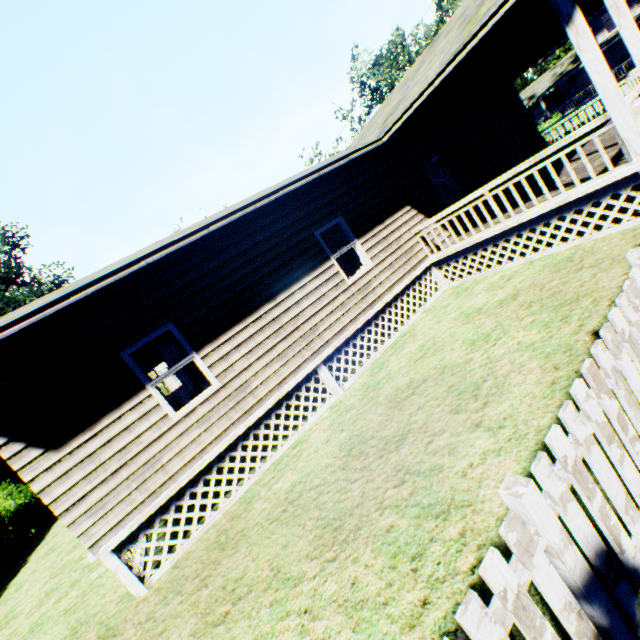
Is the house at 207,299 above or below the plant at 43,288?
below

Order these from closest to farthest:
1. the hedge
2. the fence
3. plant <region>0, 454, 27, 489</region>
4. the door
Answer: the fence
the door
the hedge
plant <region>0, 454, 27, 489</region>

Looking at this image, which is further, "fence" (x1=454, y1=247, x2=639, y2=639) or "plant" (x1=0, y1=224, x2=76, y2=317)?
"plant" (x1=0, y1=224, x2=76, y2=317)

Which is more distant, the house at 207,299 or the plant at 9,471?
the plant at 9,471

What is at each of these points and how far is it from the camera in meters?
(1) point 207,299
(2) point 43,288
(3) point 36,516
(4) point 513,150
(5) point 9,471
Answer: (1) house, 6.6 m
(2) plant, 33.3 m
(3) hedge, 17.7 m
(4) door, 13.1 m
(5) plant, 29.9 m

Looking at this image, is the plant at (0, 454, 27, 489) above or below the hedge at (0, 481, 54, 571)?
above

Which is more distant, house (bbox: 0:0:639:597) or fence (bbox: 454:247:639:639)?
house (bbox: 0:0:639:597)

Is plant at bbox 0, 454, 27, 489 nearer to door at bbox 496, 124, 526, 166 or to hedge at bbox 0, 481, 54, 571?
hedge at bbox 0, 481, 54, 571
